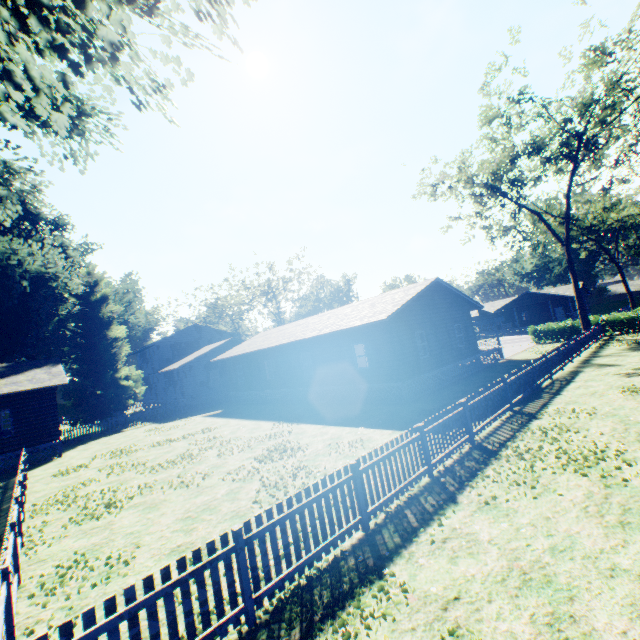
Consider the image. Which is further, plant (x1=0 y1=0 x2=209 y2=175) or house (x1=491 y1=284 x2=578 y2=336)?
house (x1=491 y1=284 x2=578 y2=336)

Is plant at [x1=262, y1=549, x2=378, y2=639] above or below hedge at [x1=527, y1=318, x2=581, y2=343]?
below

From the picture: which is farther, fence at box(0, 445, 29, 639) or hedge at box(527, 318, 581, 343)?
hedge at box(527, 318, 581, 343)

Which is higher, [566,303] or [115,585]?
[566,303]

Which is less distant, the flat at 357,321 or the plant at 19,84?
the plant at 19,84

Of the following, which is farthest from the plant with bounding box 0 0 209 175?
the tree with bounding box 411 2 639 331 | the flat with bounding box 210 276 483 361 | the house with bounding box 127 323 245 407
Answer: the flat with bounding box 210 276 483 361

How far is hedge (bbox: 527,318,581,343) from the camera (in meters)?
30.82

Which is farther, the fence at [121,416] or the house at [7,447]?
the fence at [121,416]
